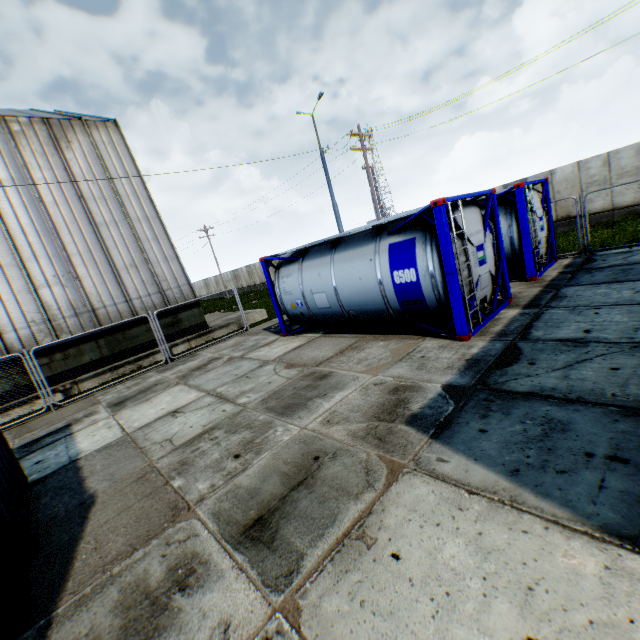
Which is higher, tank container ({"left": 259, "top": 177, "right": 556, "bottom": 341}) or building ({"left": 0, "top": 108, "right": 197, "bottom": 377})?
building ({"left": 0, "top": 108, "right": 197, "bottom": 377})

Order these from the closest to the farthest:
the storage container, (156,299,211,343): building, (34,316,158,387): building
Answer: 1. the storage container
2. (34,316,158,387): building
3. (156,299,211,343): building

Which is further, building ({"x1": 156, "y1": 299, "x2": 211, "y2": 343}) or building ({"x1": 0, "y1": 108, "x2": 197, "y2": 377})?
building ({"x1": 156, "y1": 299, "x2": 211, "y2": 343})

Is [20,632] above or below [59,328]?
below

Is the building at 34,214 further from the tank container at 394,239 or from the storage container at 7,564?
the storage container at 7,564

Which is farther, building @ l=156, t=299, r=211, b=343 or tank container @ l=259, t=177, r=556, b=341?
building @ l=156, t=299, r=211, b=343

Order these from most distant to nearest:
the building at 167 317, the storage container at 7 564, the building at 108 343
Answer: the building at 167 317 → the building at 108 343 → the storage container at 7 564

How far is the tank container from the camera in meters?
6.9
